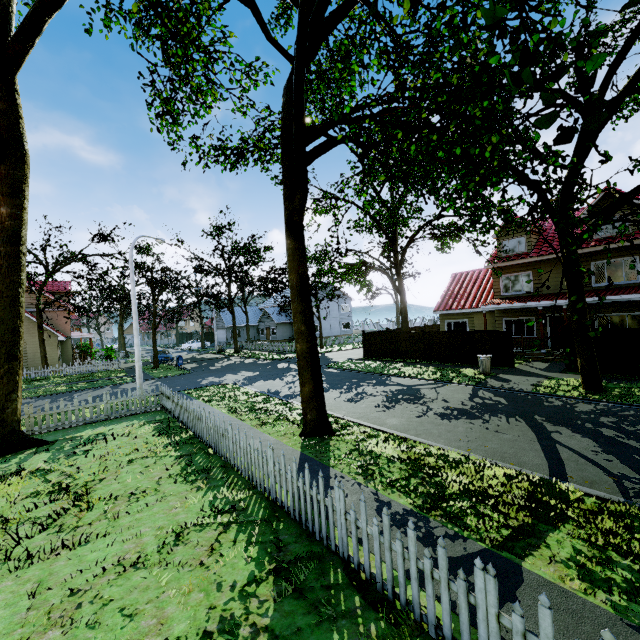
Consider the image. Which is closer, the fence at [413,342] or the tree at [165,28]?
the tree at [165,28]

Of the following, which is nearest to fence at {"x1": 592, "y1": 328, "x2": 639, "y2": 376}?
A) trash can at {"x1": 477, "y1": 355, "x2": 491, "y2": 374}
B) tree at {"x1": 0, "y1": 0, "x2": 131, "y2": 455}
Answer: tree at {"x1": 0, "y1": 0, "x2": 131, "y2": 455}

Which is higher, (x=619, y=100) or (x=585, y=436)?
(x=619, y=100)

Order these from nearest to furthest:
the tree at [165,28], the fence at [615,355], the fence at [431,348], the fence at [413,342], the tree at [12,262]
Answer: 1. the tree at [12,262]
2. the tree at [165,28]
3. the fence at [615,355]
4. the fence at [431,348]
5. the fence at [413,342]

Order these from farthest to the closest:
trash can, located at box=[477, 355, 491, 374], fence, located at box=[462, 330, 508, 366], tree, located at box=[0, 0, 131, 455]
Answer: fence, located at box=[462, 330, 508, 366]
trash can, located at box=[477, 355, 491, 374]
tree, located at box=[0, 0, 131, 455]

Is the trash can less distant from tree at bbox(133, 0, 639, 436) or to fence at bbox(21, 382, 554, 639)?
fence at bbox(21, 382, 554, 639)
